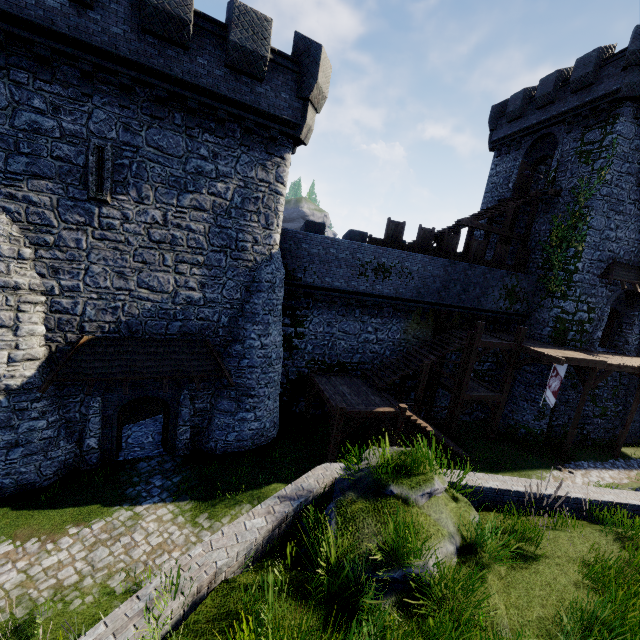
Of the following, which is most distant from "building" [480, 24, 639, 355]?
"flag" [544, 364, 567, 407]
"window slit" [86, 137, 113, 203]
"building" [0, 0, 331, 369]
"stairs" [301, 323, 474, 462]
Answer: "window slit" [86, 137, 113, 203]

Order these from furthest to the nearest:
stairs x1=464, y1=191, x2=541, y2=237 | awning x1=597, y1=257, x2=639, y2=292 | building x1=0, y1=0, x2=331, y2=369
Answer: stairs x1=464, y1=191, x2=541, y2=237
awning x1=597, y1=257, x2=639, y2=292
building x1=0, y1=0, x2=331, y2=369

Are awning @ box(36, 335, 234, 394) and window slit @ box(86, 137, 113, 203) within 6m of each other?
yes

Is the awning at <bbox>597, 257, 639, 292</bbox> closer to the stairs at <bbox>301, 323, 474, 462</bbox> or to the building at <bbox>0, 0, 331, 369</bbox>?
the stairs at <bbox>301, 323, 474, 462</bbox>

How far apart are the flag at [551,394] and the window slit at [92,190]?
21.22m

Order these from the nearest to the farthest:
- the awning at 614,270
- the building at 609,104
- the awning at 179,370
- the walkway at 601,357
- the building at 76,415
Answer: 1. the awning at 179,370
2. the building at 76,415
3. the walkway at 601,357
4. the building at 609,104
5. the awning at 614,270

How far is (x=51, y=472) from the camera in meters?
11.5

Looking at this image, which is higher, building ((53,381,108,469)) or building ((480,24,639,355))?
building ((480,24,639,355))
